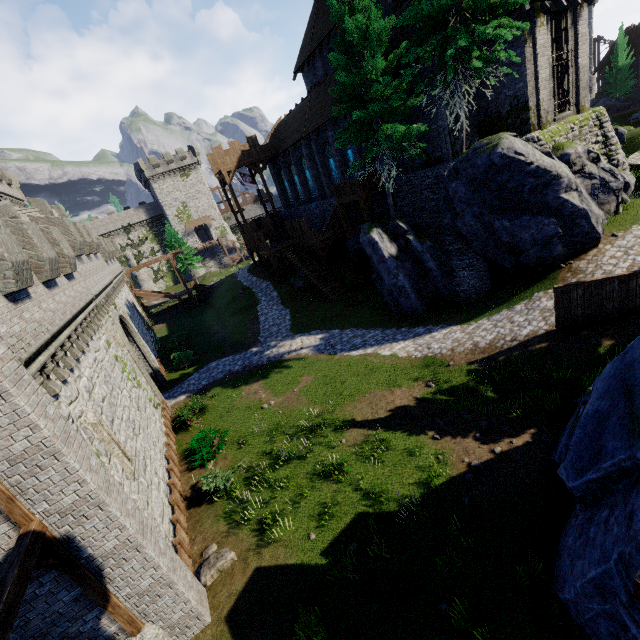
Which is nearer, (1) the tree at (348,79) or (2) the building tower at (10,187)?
(1) the tree at (348,79)

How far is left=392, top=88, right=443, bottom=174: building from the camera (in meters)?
18.73

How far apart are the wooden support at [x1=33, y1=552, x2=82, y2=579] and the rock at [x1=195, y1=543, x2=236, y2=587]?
4.0m

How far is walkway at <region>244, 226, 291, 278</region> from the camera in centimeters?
3306cm

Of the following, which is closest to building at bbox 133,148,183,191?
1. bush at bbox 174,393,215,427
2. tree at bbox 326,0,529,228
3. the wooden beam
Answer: tree at bbox 326,0,529,228

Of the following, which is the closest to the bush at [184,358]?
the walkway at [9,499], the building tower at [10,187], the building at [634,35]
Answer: the building tower at [10,187]

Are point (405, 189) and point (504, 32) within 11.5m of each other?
yes
